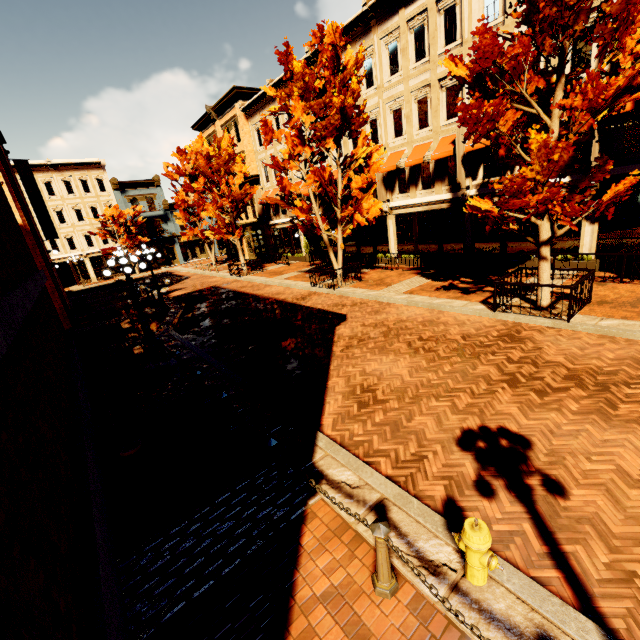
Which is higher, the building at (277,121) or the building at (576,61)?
the building at (277,121)

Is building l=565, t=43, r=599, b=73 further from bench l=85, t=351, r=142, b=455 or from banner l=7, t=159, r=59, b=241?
bench l=85, t=351, r=142, b=455

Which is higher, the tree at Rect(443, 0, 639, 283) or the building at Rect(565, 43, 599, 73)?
the building at Rect(565, 43, 599, 73)

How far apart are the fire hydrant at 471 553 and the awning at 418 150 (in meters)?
16.84

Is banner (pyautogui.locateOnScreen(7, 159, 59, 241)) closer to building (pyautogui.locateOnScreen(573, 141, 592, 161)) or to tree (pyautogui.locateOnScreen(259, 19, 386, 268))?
building (pyautogui.locateOnScreen(573, 141, 592, 161))

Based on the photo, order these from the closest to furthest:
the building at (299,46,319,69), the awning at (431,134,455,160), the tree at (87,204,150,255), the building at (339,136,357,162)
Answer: the awning at (431,134,455,160), the building at (299,46,319,69), the building at (339,136,357,162), the tree at (87,204,150,255)

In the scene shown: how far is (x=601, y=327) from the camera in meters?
8.2

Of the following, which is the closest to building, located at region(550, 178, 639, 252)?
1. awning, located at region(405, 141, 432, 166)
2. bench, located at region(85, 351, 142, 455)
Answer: awning, located at region(405, 141, 432, 166)
